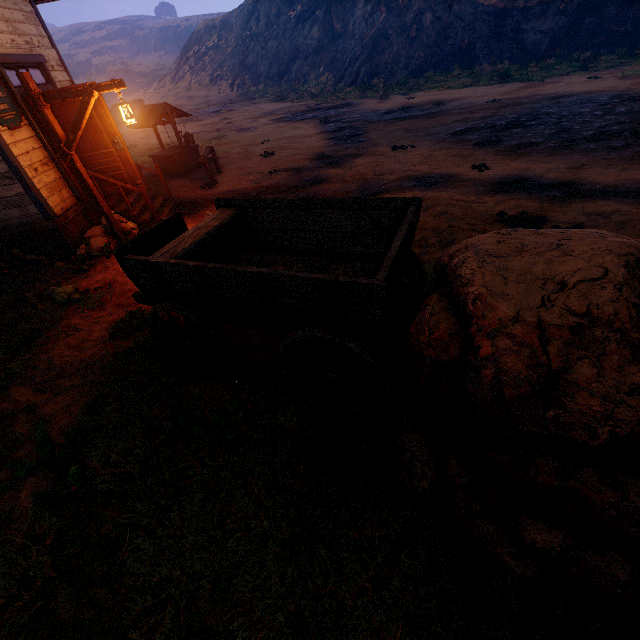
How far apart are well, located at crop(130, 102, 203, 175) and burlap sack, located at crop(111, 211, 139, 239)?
5.3 meters

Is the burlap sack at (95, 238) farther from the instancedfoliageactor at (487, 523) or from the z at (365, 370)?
the instancedfoliageactor at (487, 523)

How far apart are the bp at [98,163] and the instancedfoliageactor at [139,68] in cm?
6877

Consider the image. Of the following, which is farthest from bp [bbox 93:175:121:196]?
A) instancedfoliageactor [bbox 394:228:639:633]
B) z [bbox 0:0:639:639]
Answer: instancedfoliageactor [bbox 394:228:639:633]

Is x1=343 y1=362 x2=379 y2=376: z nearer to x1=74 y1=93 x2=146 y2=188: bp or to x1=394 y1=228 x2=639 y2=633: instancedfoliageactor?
x1=394 y1=228 x2=639 y2=633: instancedfoliageactor

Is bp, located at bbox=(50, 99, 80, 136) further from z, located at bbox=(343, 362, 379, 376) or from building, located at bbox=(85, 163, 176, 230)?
z, located at bbox=(343, 362, 379, 376)

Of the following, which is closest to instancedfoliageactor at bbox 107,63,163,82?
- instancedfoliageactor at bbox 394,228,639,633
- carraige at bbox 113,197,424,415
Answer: carraige at bbox 113,197,424,415

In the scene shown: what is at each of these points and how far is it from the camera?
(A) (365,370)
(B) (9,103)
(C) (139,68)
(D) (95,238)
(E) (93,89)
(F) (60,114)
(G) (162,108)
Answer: (A) z, 3.8m
(B) sign, 6.4m
(C) instancedfoliageactor, 58.4m
(D) burlap sack, 7.6m
(E) light pole, 5.7m
(F) bp, 6.9m
(G) well, 11.5m
